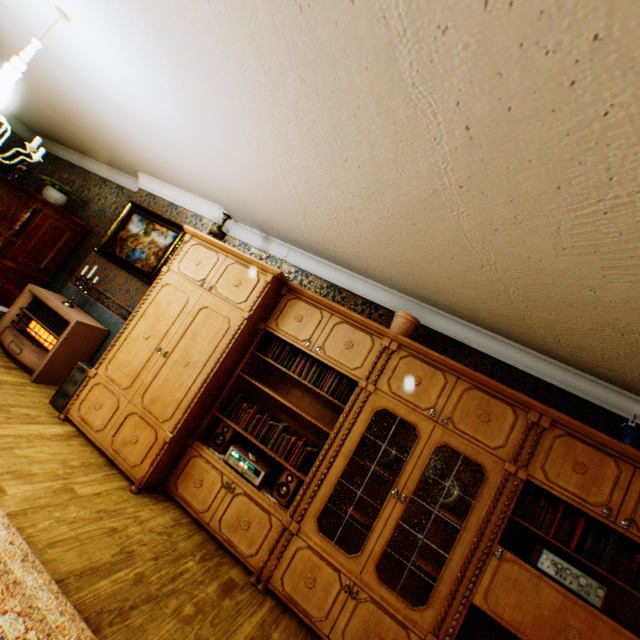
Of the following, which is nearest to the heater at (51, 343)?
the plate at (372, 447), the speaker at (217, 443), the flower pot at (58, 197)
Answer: the flower pot at (58, 197)

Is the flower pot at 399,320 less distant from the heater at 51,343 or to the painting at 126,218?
the painting at 126,218

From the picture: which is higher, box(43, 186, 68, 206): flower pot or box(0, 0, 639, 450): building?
box(0, 0, 639, 450): building

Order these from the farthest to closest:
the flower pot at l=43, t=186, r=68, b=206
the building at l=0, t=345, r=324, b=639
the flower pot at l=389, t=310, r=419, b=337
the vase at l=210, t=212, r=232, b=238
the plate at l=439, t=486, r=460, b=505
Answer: the flower pot at l=43, t=186, r=68, b=206 < the vase at l=210, t=212, r=232, b=238 < the flower pot at l=389, t=310, r=419, b=337 < the plate at l=439, t=486, r=460, b=505 < the building at l=0, t=345, r=324, b=639

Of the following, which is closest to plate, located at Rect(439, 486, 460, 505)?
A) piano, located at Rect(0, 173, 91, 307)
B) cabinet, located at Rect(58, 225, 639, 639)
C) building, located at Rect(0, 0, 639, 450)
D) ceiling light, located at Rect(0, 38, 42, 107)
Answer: cabinet, located at Rect(58, 225, 639, 639)

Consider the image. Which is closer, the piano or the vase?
the vase

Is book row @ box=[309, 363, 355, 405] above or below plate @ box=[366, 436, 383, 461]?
above

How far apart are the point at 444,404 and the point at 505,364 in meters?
1.1 m
